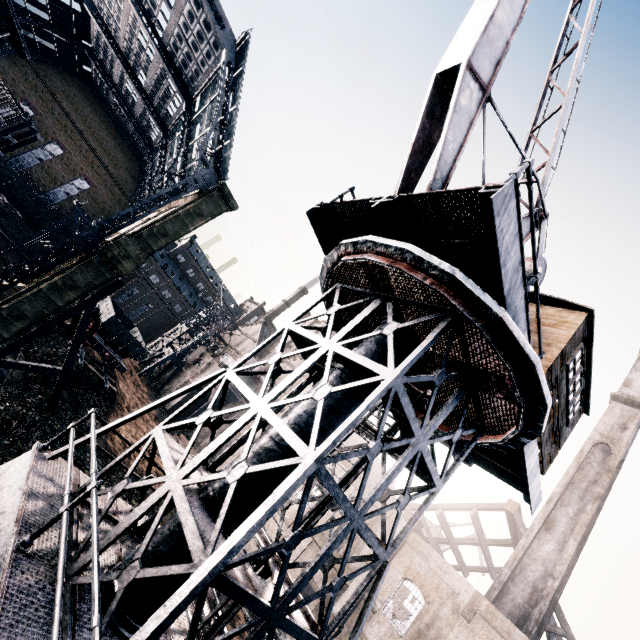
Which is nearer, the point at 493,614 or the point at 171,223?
the point at 493,614

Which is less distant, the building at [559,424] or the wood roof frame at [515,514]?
the building at [559,424]

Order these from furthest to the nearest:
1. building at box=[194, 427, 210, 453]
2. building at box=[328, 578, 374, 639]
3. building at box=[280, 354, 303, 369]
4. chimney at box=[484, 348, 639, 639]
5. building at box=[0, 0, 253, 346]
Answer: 1. building at box=[280, 354, 303, 369]
2. building at box=[194, 427, 210, 453]
3. chimney at box=[484, 348, 639, 639]
4. building at box=[328, 578, 374, 639]
5. building at box=[0, 0, 253, 346]

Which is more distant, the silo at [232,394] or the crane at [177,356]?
the crane at [177,356]

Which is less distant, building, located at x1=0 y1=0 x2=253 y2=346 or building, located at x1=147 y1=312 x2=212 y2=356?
building, located at x1=0 y1=0 x2=253 y2=346

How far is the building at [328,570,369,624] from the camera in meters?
23.1

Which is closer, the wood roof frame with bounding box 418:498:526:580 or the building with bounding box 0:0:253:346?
the building with bounding box 0:0:253:346

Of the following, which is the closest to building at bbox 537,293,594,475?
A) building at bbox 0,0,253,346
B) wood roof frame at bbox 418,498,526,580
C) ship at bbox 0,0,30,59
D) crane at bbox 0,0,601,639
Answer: crane at bbox 0,0,601,639
